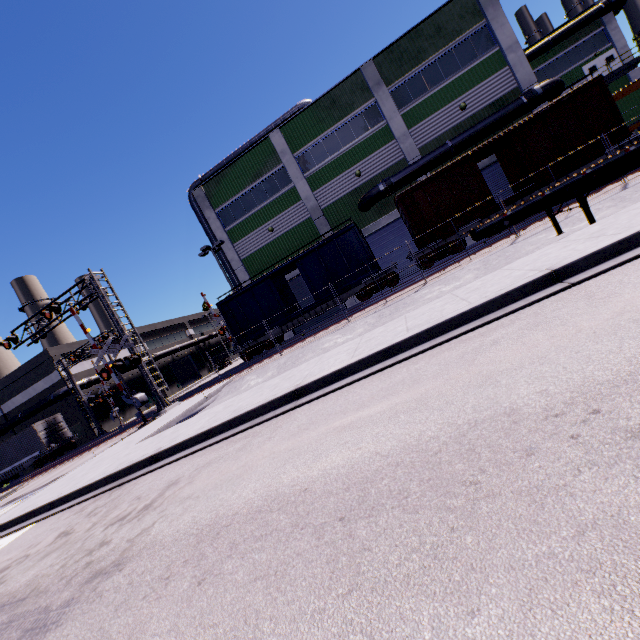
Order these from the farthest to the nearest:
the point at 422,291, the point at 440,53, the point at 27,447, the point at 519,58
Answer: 1. the point at 27,447
2. the point at 440,53
3. the point at 519,58
4. the point at 422,291

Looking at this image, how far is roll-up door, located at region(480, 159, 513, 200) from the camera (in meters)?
22.14

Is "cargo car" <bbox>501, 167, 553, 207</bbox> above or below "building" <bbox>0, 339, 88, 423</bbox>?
Answer: below

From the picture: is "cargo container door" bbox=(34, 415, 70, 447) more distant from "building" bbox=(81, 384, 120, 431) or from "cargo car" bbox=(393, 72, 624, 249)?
"building" bbox=(81, 384, 120, 431)

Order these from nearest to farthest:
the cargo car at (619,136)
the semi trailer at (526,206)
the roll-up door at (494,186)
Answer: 1. the semi trailer at (526,206)
2. the cargo car at (619,136)
3. the roll-up door at (494,186)

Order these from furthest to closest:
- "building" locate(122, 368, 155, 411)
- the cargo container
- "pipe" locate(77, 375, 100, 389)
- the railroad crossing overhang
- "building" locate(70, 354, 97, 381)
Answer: "building" locate(122, 368, 155, 411) < "building" locate(70, 354, 97, 381) < "pipe" locate(77, 375, 100, 389) < the cargo container < the railroad crossing overhang

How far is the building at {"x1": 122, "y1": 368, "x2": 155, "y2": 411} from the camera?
40.7m

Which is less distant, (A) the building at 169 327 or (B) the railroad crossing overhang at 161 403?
(B) the railroad crossing overhang at 161 403
